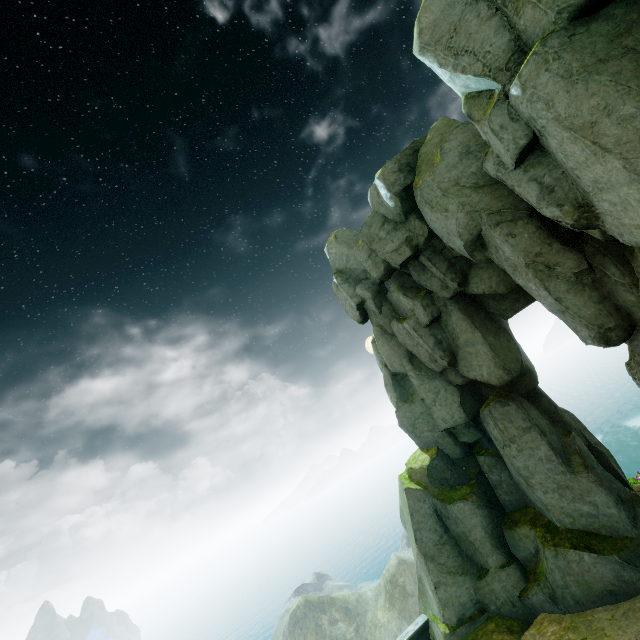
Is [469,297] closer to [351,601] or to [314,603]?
[351,601]
